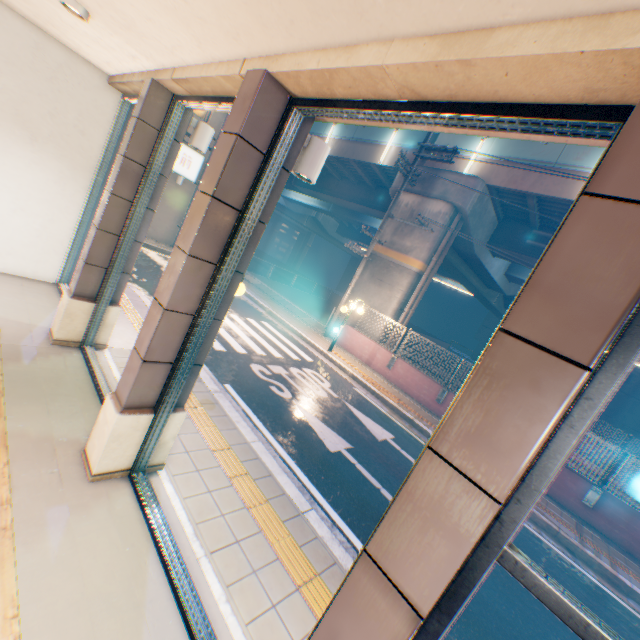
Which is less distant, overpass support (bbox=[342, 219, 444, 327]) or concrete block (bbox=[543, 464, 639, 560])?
concrete block (bbox=[543, 464, 639, 560])

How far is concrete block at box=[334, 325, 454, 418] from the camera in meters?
11.7 m

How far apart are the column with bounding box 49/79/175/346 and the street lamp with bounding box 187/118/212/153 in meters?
0.0

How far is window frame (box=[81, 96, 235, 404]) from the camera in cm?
418

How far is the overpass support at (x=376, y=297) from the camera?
14.74m

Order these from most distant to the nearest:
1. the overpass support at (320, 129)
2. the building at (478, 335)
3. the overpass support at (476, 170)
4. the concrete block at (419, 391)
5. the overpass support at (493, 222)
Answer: the building at (478, 335), the overpass support at (320, 129), the overpass support at (493, 222), the overpass support at (476, 170), the concrete block at (419, 391)

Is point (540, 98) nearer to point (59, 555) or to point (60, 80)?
point (59, 555)

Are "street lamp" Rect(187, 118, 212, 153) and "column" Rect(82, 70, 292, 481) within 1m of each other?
no
